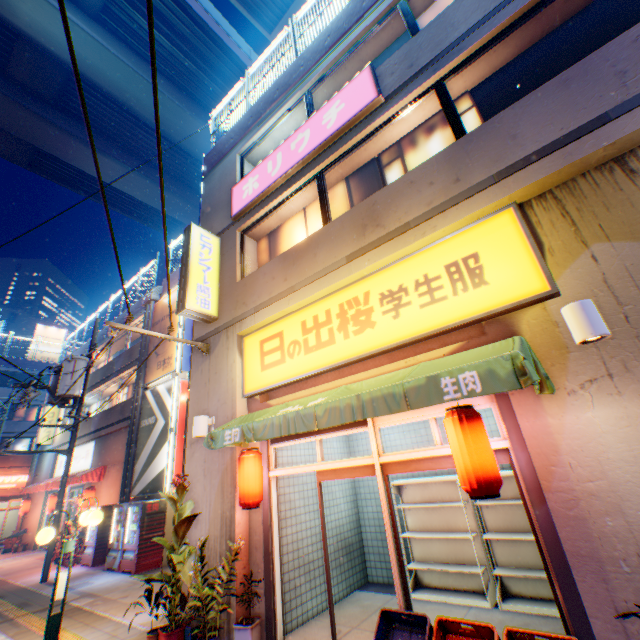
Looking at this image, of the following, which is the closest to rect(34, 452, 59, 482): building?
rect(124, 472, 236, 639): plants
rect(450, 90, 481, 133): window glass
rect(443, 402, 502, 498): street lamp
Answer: rect(124, 472, 236, 639): plants

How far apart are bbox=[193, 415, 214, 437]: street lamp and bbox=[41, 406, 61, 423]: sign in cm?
2261

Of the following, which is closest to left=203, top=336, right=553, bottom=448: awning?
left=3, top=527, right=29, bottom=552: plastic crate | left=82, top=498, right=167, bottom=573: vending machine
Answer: left=82, top=498, right=167, bottom=573: vending machine

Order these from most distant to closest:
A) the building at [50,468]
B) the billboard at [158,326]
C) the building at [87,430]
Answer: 1. the building at [50,468]
2. the billboard at [158,326]
3. the building at [87,430]

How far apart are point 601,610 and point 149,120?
27.7 meters

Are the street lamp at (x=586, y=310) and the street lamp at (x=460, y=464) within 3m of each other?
yes

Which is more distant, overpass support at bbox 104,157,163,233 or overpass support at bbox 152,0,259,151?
overpass support at bbox 104,157,163,233

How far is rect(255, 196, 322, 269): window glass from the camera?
7.6 meters
